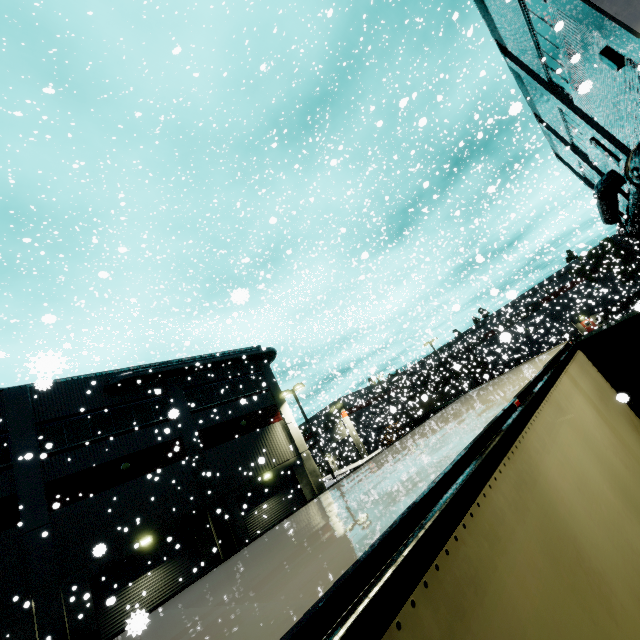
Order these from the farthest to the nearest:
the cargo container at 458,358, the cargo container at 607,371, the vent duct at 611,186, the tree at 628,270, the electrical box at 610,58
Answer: the tree at 628,270 → the cargo container at 458,358 → the vent duct at 611,186 → the cargo container at 607,371 → the electrical box at 610,58

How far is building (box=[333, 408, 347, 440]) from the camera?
30.77m

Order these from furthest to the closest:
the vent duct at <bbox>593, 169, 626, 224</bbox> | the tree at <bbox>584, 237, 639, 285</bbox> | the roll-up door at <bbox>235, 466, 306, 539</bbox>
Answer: the tree at <bbox>584, 237, 639, 285</bbox> < the roll-up door at <bbox>235, 466, 306, 539</bbox> < the vent duct at <bbox>593, 169, 626, 224</bbox>

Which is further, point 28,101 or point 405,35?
point 405,35

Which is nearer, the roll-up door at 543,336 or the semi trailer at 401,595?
the semi trailer at 401,595

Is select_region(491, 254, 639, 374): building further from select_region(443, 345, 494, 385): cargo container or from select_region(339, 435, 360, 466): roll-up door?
select_region(443, 345, 494, 385): cargo container

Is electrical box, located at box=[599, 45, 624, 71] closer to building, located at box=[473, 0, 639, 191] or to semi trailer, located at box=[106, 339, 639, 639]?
building, located at box=[473, 0, 639, 191]
